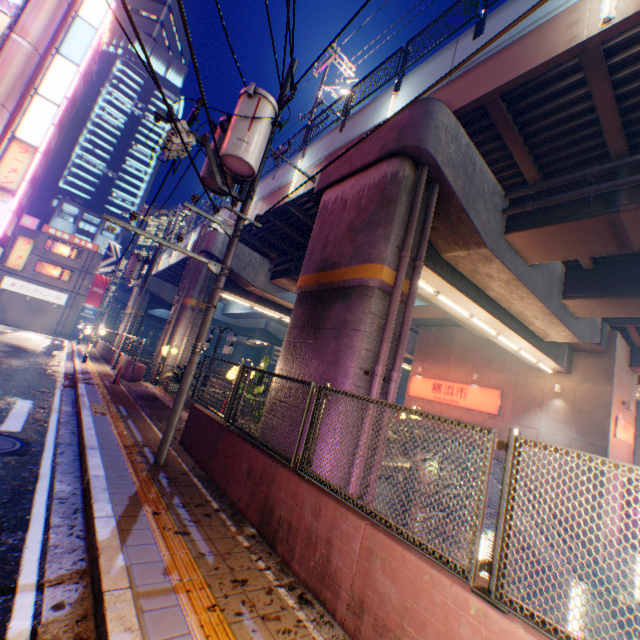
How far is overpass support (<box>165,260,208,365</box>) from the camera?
17.67m

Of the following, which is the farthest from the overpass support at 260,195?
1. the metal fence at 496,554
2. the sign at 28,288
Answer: the sign at 28,288

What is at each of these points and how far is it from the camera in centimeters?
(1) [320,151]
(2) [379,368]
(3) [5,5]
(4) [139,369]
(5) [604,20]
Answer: (1) overpass support, 1265cm
(2) pipe, 658cm
(3) billboard, 1869cm
(4) concrete block, 1577cm
(5) street lamp, 545cm

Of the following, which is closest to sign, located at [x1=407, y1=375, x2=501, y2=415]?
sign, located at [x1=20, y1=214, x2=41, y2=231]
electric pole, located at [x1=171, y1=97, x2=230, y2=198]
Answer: electric pole, located at [x1=171, y1=97, x2=230, y2=198]

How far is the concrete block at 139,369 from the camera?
15.7 meters

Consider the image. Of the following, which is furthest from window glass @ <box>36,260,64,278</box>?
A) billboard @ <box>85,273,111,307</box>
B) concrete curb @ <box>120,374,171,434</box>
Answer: concrete curb @ <box>120,374,171,434</box>

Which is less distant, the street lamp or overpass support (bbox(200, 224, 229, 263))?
the street lamp

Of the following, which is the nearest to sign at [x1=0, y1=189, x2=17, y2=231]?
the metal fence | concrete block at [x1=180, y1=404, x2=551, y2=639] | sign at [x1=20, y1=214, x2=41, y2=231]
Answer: the metal fence
